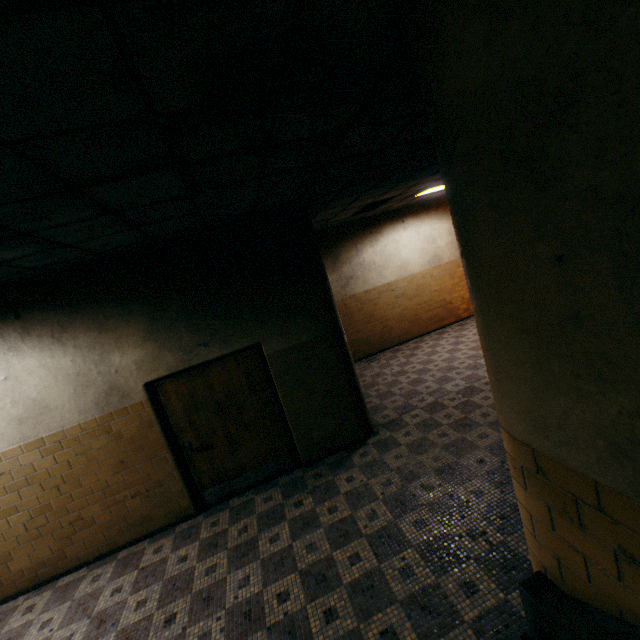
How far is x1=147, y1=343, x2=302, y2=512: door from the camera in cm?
476

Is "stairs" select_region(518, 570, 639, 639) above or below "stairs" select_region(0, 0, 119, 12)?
below

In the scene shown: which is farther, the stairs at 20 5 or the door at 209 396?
the door at 209 396

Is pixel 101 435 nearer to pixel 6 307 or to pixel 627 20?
pixel 6 307

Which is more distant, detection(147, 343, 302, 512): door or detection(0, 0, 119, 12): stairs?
detection(147, 343, 302, 512): door

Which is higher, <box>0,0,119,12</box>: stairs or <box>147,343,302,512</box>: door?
<box>0,0,119,12</box>: stairs
